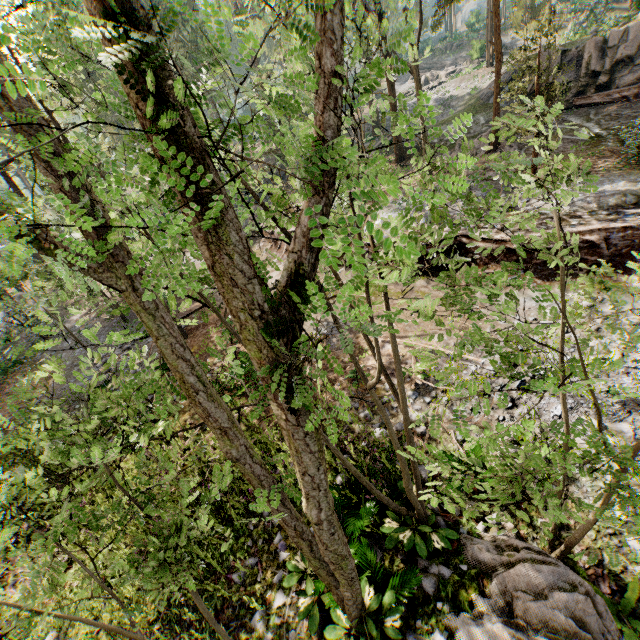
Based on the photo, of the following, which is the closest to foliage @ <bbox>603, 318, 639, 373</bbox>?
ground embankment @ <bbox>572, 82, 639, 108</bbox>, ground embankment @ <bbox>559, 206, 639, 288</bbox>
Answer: ground embankment @ <bbox>559, 206, 639, 288</bbox>

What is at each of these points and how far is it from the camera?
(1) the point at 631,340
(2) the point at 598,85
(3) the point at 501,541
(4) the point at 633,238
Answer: (1) foliage, 3.9 meters
(2) rock, 20.1 meters
(3) rock, 6.0 meters
(4) ground embankment, 11.0 meters

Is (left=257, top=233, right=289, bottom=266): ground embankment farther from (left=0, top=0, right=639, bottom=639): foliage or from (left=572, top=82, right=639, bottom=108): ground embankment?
(left=572, top=82, right=639, bottom=108): ground embankment

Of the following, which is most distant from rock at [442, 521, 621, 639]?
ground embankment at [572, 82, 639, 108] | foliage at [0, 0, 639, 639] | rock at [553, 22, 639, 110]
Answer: rock at [553, 22, 639, 110]

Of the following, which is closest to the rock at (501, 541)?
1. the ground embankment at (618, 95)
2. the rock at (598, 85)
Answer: the ground embankment at (618, 95)

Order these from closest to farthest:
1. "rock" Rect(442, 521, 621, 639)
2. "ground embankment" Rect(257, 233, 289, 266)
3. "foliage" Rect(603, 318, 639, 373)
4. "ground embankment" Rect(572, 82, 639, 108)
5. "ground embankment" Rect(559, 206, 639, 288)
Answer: "foliage" Rect(603, 318, 639, 373)
"rock" Rect(442, 521, 621, 639)
"ground embankment" Rect(559, 206, 639, 288)
"ground embankment" Rect(572, 82, 639, 108)
"ground embankment" Rect(257, 233, 289, 266)

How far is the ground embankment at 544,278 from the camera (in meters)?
12.05

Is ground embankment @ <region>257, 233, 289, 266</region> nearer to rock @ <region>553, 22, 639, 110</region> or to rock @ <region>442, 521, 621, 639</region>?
rock @ <region>442, 521, 621, 639</region>
